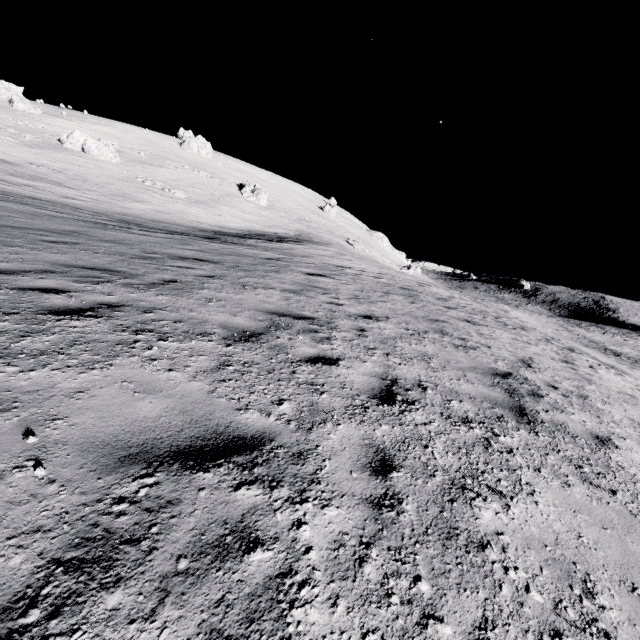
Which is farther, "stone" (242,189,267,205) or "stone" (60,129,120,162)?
"stone" (242,189,267,205)

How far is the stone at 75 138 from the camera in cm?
4381

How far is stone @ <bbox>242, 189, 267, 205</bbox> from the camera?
58.8 meters

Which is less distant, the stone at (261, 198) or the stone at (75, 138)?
the stone at (75, 138)

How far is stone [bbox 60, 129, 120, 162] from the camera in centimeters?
4381cm

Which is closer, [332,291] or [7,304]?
[7,304]
